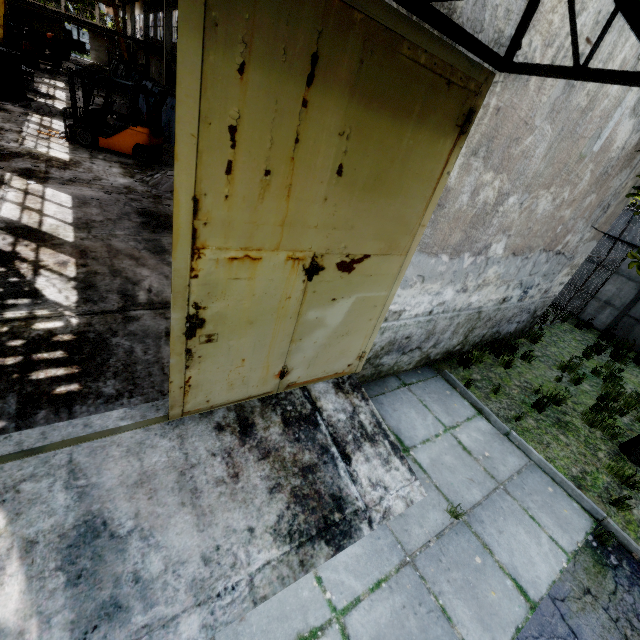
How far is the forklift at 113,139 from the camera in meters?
10.5

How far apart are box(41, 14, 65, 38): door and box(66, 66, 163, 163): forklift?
58.2 meters

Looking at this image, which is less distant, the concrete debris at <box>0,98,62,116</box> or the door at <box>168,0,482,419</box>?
the door at <box>168,0,482,419</box>

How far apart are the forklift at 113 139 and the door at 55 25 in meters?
58.2 m

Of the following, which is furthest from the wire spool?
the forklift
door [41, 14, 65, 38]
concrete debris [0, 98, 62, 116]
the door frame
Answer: door [41, 14, 65, 38]

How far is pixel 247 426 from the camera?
3.88m

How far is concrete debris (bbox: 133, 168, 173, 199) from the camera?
9.5 meters
